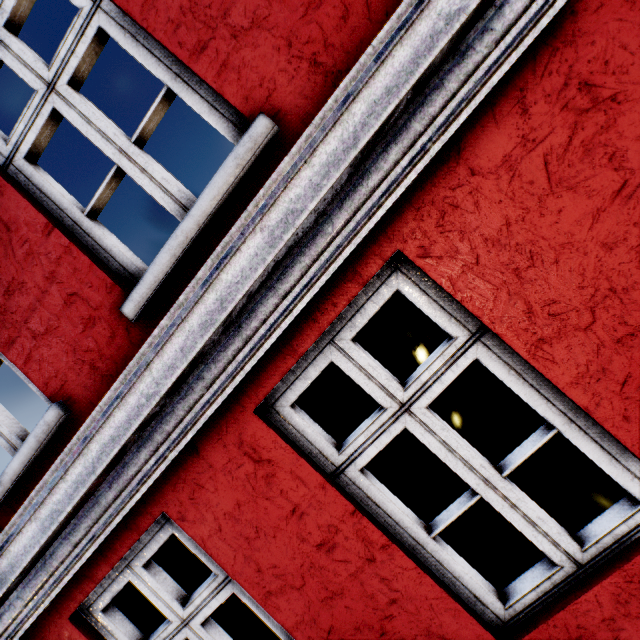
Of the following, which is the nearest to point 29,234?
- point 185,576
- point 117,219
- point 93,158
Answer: point 185,576
